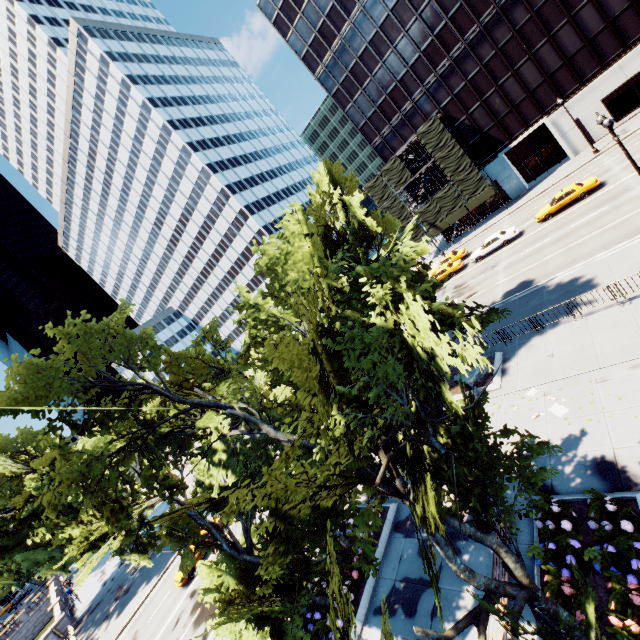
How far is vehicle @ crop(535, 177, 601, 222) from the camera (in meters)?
27.91

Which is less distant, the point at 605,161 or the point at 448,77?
the point at 605,161

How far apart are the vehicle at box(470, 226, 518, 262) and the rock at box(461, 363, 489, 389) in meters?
19.2

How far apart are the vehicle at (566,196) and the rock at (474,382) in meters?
20.1

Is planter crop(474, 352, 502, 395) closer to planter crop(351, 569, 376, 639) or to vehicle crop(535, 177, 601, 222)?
planter crop(351, 569, 376, 639)

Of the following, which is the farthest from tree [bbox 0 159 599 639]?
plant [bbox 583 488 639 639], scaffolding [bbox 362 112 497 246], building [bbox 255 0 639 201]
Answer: building [bbox 255 0 639 201]

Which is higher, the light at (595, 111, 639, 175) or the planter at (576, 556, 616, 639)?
the light at (595, 111, 639, 175)

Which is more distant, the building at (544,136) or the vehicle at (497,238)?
the building at (544,136)
